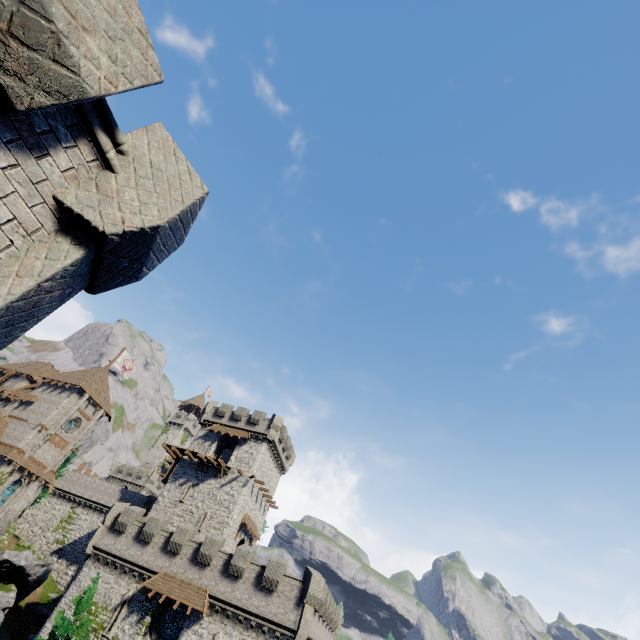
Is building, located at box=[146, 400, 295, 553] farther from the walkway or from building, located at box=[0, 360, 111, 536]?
building, located at box=[0, 360, 111, 536]

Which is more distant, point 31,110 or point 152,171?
point 152,171

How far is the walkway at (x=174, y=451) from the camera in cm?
3850

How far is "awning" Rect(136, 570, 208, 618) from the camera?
24.1 meters

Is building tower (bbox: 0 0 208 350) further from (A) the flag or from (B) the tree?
(A) the flag

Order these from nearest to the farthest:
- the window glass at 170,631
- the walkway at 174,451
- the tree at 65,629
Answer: the tree at 65,629 → the window glass at 170,631 → the walkway at 174,451

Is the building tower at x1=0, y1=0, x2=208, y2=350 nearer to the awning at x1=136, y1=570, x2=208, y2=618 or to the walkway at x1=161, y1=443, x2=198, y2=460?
the awning at x1=136, y1=570, x2=208, y2=618

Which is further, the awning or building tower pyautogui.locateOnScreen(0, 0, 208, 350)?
the awning
